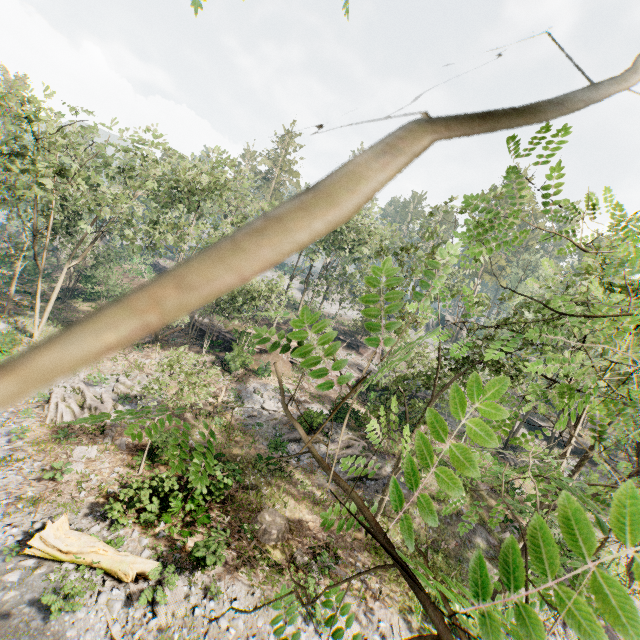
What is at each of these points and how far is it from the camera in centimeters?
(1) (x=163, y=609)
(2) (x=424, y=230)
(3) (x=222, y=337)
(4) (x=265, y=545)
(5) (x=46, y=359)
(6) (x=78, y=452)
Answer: (1) foliage, 1073cm
(2) foliage, 1416cm
(3) ground embankment, 3412cm
(4) stump, 1462cm
(5) foliage, 12cm
(6) foliage, 1617cm

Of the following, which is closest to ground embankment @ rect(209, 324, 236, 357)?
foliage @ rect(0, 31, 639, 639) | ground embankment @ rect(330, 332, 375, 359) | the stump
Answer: foliage @ rect(0, 31, 639, 639)

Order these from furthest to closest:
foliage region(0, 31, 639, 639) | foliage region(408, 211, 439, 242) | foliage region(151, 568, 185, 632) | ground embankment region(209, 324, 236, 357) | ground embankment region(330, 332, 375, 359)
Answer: ground embankment region(330, 332, 375, 359) < ground embankment region(209, 324, 236, 357) < foliage region(408, 211, 439, 242) < foliage region(151, 568, 185, 632) < foliage region(0, 31, 639, 639)

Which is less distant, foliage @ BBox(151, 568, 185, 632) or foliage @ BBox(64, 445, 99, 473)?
foliage @ BBox(151, 568, 185, 632)

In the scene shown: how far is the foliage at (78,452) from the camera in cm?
1506

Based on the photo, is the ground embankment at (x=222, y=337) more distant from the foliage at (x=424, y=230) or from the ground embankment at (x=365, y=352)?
the ground embankment at (x=365, y=352)

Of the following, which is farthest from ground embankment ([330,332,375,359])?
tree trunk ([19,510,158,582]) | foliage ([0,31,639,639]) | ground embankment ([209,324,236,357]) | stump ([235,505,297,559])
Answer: tree trunk ([19,510,158,582])

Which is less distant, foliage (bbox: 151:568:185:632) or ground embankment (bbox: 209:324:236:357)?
foliage (bbox: 151:568:185:632)
